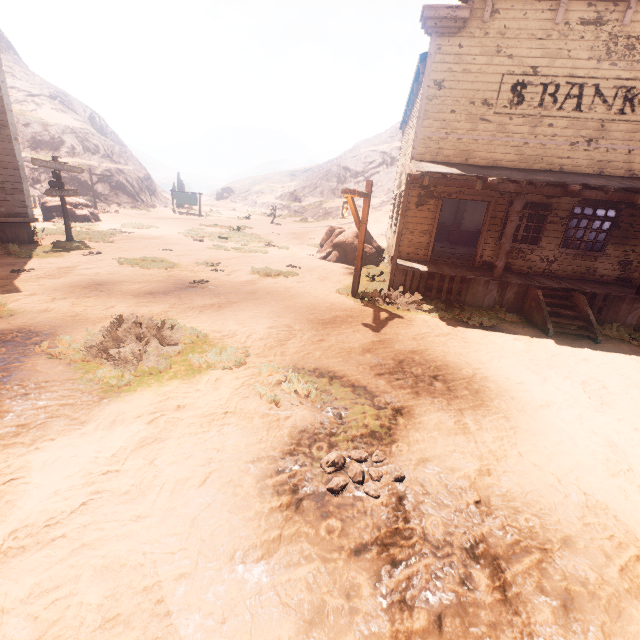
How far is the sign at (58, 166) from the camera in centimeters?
1194cm

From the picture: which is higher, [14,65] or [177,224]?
[14,65]

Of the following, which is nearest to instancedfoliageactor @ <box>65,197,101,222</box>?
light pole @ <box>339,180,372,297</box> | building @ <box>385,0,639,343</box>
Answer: building @ <box>385,0,639,343</box>

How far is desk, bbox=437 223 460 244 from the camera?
18.08m

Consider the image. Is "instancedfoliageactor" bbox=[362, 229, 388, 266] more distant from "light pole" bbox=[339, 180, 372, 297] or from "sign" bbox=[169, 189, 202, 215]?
"sign" bbox=[169, 189, 202, 215]

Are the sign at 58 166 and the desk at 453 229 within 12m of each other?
no

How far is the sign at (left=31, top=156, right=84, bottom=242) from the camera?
11.9m

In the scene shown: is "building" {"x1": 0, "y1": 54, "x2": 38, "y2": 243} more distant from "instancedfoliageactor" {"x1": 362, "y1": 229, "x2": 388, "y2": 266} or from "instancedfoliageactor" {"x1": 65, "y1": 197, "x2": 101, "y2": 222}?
"instancedfoliageactor" {"x1": 65, "y1": 197, "x2": 101, "y2": 222}
